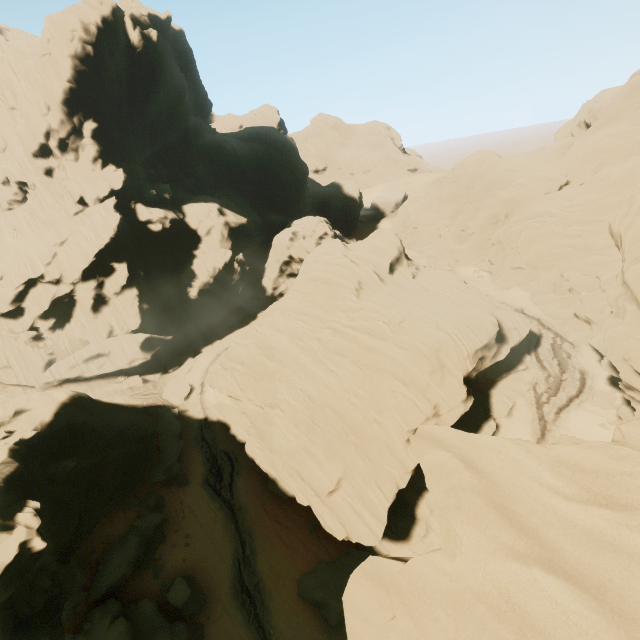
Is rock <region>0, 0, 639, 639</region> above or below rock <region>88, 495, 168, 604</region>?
above

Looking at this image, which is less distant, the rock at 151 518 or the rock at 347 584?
the rock at 347 584

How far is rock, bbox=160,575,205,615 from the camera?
22.2 meters

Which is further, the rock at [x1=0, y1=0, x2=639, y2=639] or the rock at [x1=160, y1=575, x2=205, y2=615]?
the rock at [x1=160, y1=575, x2=205, y2=615]

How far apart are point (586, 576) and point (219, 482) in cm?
3097
